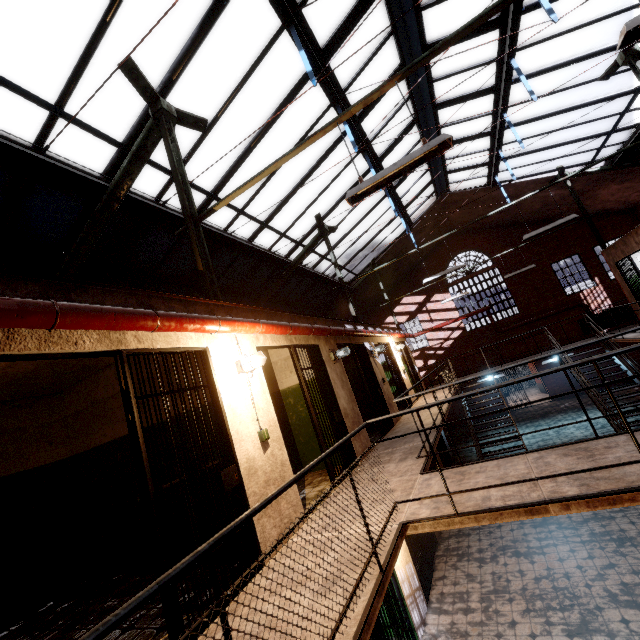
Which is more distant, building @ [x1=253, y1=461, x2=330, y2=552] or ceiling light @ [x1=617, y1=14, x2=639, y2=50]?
building @ [x1=253, y1=461, x2=330, y2=552]

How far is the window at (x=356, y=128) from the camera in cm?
771

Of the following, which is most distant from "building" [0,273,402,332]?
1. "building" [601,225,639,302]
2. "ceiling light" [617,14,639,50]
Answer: "building" [601,225,639,302]

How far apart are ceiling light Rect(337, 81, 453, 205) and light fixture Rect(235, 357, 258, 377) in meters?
2.2

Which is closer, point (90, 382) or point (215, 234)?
point (90, 382)

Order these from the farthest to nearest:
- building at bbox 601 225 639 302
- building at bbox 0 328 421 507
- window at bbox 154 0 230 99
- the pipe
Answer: building at bbox 601 225 639 302 < window at bbox 154 0 230 99 < building at bbox 0 328 421 507 < the pipe

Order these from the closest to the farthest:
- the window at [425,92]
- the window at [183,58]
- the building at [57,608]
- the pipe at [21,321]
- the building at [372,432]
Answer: the pipe at [21,321] → the building at [57,608] → the window at [183,58] → the building at [372,432] → the window at [425,92]

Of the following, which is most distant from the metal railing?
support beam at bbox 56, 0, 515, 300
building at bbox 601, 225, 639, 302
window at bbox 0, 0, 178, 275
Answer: window at bbox 0, 0, 178, 275
